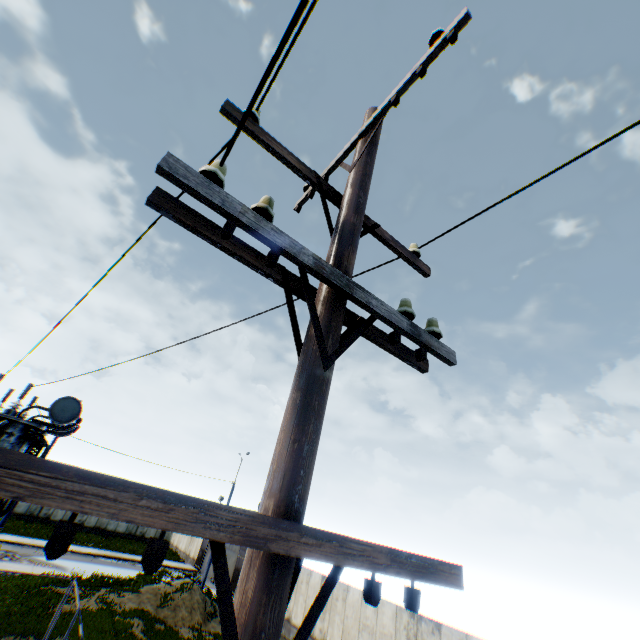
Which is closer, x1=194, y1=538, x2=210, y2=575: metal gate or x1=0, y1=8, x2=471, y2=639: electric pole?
x1=0, y1=8, x2=471, y2=639: electric pole

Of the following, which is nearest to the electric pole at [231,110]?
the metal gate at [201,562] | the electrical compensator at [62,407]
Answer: the electrical compensator at [62,407]

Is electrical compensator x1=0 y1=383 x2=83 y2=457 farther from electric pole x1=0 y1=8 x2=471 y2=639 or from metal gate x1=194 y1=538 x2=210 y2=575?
metal gate x1=194 y1=538 x2=210 y2=575

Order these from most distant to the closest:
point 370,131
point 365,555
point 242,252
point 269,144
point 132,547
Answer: point 132,547, point 370,131, point 269,144, point 242,252, point 365,555

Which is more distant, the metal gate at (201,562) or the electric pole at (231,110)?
the metal gate at (201,562)

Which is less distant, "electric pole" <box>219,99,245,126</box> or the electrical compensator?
"electric pole" <box>219,99,245,126</box>

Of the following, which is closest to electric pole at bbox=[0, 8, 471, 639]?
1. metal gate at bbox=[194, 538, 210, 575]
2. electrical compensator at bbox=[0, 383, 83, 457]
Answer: electrical compensator at bbox=[0, 383, 83, 457]
